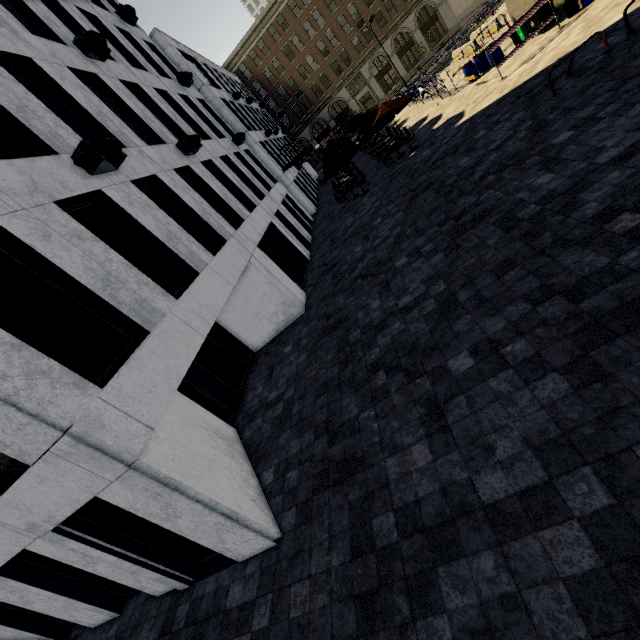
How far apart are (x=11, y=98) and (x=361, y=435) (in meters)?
10.78

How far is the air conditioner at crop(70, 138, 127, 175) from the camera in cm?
686

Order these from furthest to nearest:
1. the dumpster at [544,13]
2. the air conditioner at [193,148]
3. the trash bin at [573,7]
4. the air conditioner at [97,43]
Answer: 1. the dumpster at [544,13]
2. the trash bin at [573,7]
3. the air conditioner at [193,148]
4. the air conditioner at [97,43]

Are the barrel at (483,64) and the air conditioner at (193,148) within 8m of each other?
no

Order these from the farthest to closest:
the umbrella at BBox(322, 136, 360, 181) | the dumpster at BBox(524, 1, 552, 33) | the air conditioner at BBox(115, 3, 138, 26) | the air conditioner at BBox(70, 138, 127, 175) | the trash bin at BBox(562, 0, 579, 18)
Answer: the umbrella at BBox(322, 136, 360, 181), the air conditioner at BBox(115, 3, 138, 26), the dumpster at BBox(524, 1, 552, 33), the trash bin at BBox(562, 0, 579, 18), the air conditioner at BBox(70, 138, 127, 175)

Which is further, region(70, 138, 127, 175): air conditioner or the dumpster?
the dumpster

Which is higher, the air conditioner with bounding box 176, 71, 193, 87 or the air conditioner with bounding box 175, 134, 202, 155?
the air conditioner with bounding box 176, 71, 193, 87

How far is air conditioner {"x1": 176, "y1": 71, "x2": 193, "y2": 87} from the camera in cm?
1770
